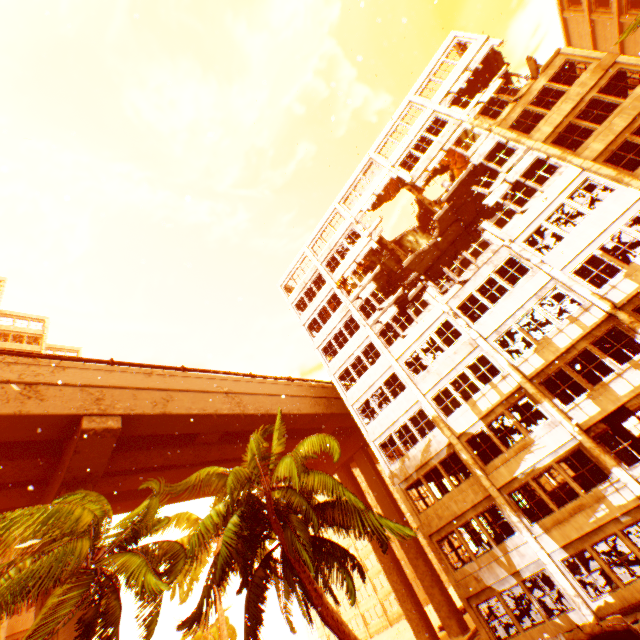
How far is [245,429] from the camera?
22.8m

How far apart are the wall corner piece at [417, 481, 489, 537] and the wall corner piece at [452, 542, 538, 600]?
2.2 meters

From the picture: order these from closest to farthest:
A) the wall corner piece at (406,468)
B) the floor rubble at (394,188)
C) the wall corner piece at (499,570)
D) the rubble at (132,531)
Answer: the rubble at (132,531), the wall corner piece at (499,570), the wall corner piece at (406,468), the floor rubble at (394,188)

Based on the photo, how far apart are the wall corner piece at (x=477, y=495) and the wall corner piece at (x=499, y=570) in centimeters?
221cm

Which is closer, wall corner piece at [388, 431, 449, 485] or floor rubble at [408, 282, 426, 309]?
wall corner piece at [388, 431, 449, 485]

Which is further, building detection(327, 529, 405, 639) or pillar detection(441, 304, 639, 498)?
building detection(327, 529, 405, 639)

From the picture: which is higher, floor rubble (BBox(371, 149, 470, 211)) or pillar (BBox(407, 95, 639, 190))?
floor rubble (BBox(371, 149, 470, 211))

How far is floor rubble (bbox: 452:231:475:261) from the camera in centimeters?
2634cm
